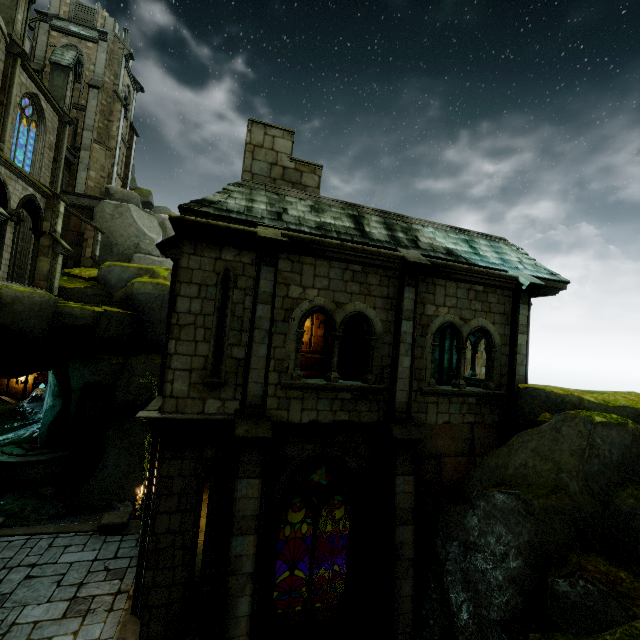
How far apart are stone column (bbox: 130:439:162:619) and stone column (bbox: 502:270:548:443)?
9.23m

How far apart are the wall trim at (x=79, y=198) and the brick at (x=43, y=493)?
20.3 meters

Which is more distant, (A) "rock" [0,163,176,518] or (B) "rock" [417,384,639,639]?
(A) "rock" [0,163,176,518]

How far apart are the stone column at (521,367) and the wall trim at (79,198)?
29.22m

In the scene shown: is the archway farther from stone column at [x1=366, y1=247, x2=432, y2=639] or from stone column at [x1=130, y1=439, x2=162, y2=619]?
stone column at [x1=366, y1=247, x2=432, y2=639]

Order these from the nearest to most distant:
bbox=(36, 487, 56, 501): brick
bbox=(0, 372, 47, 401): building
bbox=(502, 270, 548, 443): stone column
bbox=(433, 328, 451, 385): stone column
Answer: bbox=(502, 270, 548, 443): stone column < bbox=(433, 328, 451, 385): stone column < bbox=(36, 487, 56, 501): brick < bbox=(0, 372, 47, 401): building

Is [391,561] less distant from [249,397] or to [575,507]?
[575,507]

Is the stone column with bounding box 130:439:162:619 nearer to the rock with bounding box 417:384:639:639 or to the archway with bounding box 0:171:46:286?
the rock with bounding box 417:384:639:639
